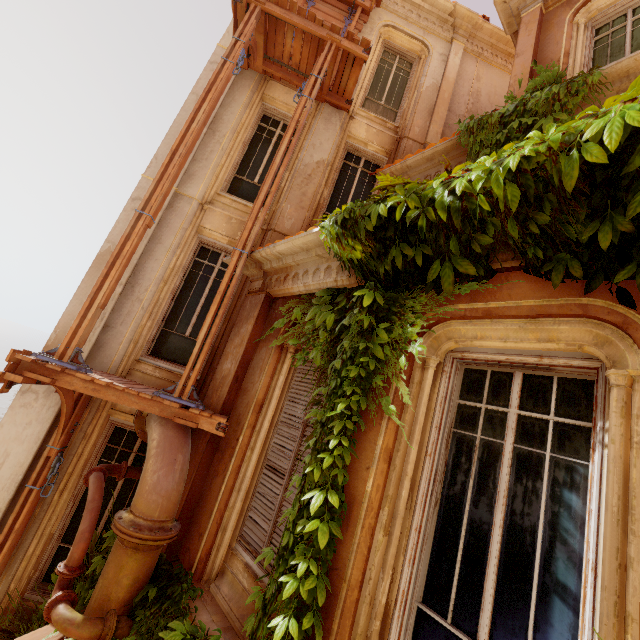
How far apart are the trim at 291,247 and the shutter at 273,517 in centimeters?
72cm

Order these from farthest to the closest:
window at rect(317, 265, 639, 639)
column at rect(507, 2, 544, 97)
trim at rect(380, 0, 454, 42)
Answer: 1. trim at rect(380, 0, 454, 42)
2. column at rect(507, 2, 544, 97)
3. window at rect(317, 265, 639, 639)

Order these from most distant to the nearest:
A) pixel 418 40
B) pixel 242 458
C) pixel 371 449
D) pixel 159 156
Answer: pixel 418 40 → pixel 159 156 → pixel 242 458 → pixel 371 449

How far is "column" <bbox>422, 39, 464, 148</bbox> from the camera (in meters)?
8.28

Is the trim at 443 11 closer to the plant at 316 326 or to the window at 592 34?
the window at 592 34

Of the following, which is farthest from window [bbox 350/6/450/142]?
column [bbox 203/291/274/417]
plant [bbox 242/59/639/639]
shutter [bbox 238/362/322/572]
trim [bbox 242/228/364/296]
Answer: shutter [bbox 238/362/322/572]

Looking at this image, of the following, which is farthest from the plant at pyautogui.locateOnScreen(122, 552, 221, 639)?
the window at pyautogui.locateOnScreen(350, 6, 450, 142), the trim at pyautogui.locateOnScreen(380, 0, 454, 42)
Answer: the trim at pyautogui.locateOnScreen(380, 0, 454, 42)

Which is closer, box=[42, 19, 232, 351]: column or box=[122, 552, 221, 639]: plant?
box=[122, 552, 221, 639]: plant
